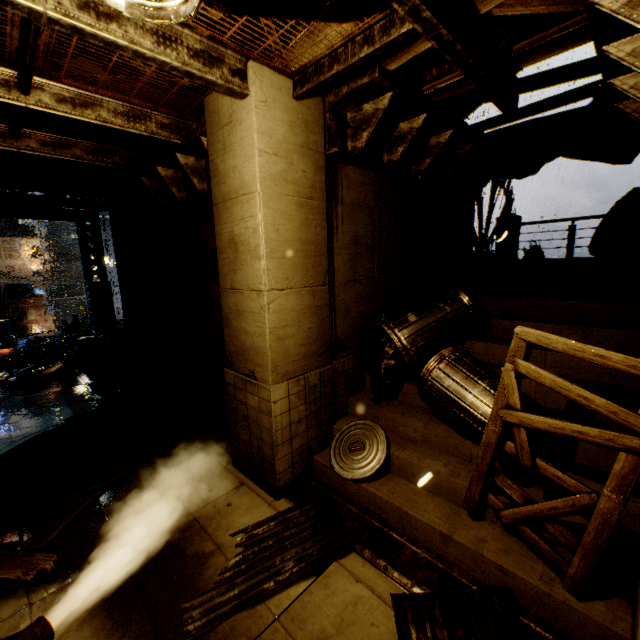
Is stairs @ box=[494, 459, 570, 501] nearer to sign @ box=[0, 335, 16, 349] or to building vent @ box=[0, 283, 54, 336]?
sign @ box=[0, 335, 16, 349]

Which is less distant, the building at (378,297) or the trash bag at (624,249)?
the building at (378,297)

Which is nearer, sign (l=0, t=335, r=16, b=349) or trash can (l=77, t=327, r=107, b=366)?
trash can (l=77, t=327, r=107, b=366)

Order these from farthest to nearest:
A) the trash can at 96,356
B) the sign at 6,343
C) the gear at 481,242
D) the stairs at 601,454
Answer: the sign at 6,343 < the trash can at 96,356 < the gear at 481,242 < the stairs at 601,454

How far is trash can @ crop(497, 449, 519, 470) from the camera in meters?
3.6

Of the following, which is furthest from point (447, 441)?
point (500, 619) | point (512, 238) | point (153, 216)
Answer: point (512, 238)

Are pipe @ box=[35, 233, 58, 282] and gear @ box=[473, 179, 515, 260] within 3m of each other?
no

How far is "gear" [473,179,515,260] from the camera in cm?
1125
